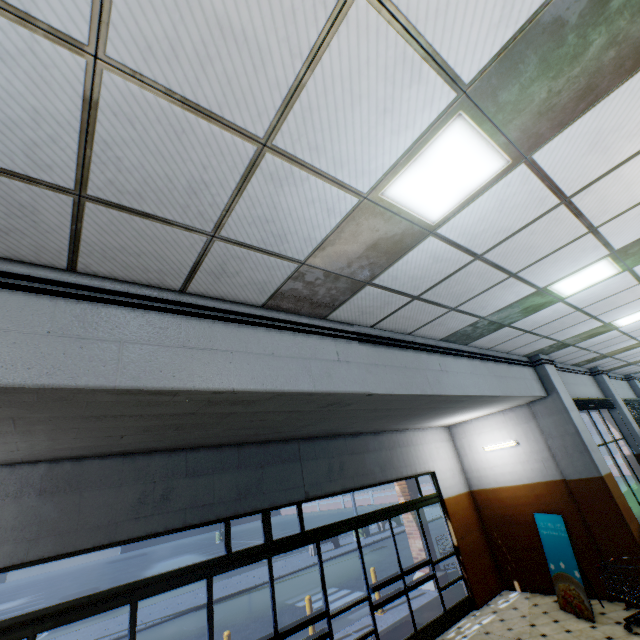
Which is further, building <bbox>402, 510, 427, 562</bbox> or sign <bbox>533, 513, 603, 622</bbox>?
building <bbox>402, 510, 427, 562</bbox>

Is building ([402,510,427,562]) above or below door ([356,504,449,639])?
above

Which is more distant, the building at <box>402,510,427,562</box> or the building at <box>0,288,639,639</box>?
the building at <box>402,510,427,562</box>

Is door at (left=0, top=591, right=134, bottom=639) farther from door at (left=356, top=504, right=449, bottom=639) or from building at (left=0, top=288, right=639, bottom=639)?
door at (left=356, top=504, right=449, bottom=639)

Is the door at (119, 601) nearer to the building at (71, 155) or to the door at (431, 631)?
the building at (71, 155)

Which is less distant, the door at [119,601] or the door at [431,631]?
the door at [119,601]

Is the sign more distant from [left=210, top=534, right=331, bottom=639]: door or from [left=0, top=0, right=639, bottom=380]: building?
[left=210, top=534, right=331, bottom=639]: door

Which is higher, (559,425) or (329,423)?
(329,423)
